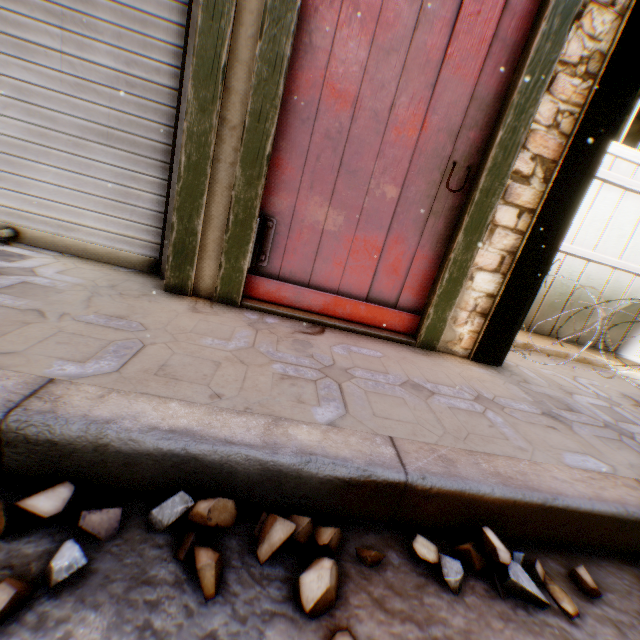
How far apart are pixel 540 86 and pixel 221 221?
2.0m

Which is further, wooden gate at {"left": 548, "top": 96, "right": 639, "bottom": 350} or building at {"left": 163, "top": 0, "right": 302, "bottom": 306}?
wooden gate at {"left": 548, "top": 96, "right": 639, "bottom": 350}

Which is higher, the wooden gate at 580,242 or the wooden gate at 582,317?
the wooden gate at 580,242

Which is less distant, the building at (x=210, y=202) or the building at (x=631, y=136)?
the building at (x=210, y=202)

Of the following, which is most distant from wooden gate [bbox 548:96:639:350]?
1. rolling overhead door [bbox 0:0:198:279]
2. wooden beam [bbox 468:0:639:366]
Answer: rolling overhead door [bbox 0:0:198:279]

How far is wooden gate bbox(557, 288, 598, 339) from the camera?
3.8m

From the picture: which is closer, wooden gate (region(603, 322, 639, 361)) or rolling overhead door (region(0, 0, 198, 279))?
rolling overhead door (region(0, 0, 198, 279))
